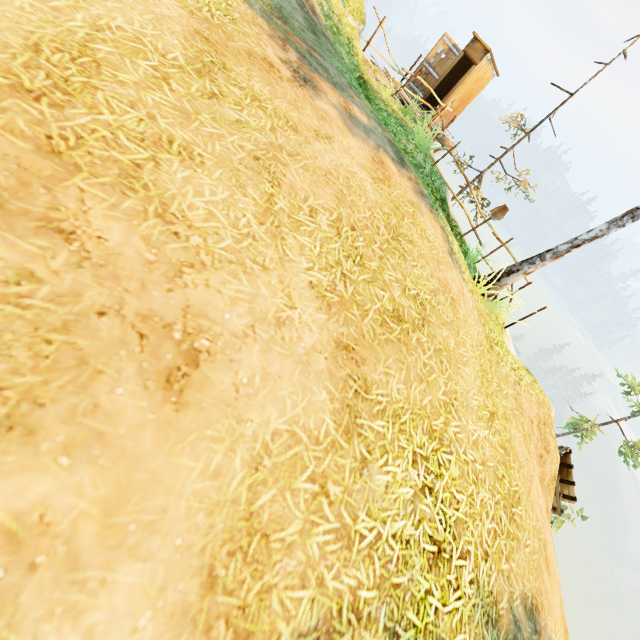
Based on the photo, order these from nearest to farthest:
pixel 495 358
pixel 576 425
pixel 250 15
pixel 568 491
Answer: pixel 250 15, pixel 495 358, pixel 568 491, pixel 576 425

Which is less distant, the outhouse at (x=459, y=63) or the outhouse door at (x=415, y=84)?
the outhouse at (x=459, y=63)

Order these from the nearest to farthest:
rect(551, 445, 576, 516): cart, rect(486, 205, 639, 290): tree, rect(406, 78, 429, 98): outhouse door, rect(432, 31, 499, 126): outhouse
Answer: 1. rect(486, 205, 639, 290): tree
2. rect(551, 445, 576, 516): cart
3. rect(432, 31, 499, 126): outhouse
4. rect(406, 78, 429, 98): outhouse door

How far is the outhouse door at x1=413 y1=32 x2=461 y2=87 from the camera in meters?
12.2

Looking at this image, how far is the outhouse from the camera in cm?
1196

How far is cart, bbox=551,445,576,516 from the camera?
8.61m

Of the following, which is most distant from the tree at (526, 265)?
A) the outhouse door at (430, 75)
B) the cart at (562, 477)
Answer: the outhouse door at (430, 75)

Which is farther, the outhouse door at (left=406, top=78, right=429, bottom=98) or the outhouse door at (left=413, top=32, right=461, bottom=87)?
the outhouse door at (left=406, top=78, right=429, bottom=98)
